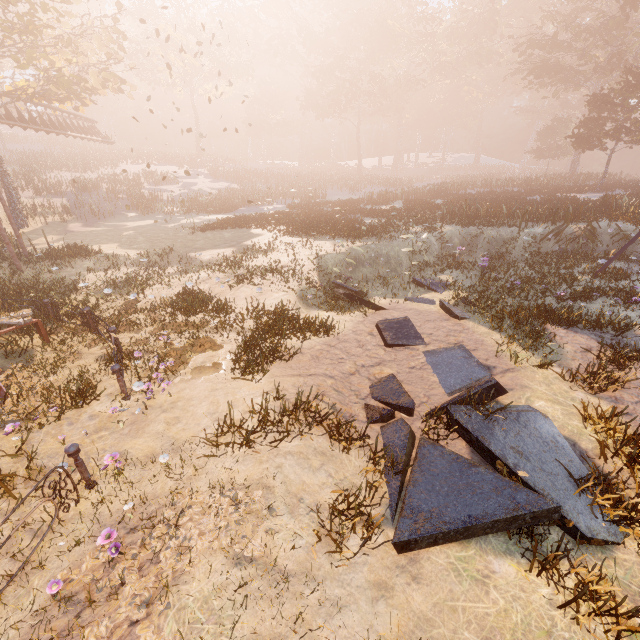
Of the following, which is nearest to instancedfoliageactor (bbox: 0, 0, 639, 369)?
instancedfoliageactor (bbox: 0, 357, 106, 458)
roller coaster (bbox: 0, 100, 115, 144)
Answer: instancedfoliageactor (bbox: 0, 357, 106, 458)

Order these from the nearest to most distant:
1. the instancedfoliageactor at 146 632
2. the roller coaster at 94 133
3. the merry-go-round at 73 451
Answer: the instancedfoliageactor at 146 632
the merry-go-round at 73 451
the roller coaster at 94 133

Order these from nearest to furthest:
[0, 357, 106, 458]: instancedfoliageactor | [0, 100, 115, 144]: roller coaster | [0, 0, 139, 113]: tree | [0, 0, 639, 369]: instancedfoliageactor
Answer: [0, 357, 106, 458]: instancedfoliageactor
[0, 0, 639, 369]: instancedfoliageactor
[0, 0, 139, 113]: tree
[0, 100, 115, 144]: roller coaster

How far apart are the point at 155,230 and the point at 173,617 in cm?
2178

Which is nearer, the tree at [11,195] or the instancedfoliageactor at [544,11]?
the instancedfoliageactor at [544,11]

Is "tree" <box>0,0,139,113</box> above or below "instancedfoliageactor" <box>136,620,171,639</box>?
above

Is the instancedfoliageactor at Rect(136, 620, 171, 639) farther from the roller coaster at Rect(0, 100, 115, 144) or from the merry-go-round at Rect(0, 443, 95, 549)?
the roller coaster at Rect(0, 100, 115, 144)

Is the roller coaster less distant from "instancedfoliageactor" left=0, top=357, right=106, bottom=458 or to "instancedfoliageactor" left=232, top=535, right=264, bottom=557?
"instancedfoliageactor" left=0, top=357, right=106, bottom=458
